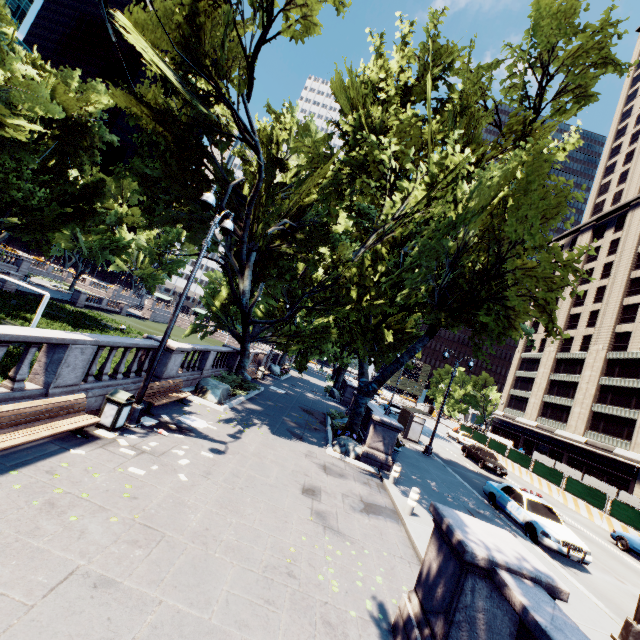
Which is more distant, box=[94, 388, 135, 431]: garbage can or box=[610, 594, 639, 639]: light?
box=[94, 388, 135, 431]: garbage can

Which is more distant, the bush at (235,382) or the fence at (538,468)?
the fence at (538,468)

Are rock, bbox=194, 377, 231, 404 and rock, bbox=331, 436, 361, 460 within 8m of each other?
yes

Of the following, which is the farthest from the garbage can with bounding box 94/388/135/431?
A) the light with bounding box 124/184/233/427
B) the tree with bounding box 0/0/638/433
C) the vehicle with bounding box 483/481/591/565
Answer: the vehicle with bounding box 483/481/591/565

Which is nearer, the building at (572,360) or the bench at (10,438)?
the bench at (10,438)

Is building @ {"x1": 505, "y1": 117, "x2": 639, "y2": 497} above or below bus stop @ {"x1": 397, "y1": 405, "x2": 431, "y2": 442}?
above

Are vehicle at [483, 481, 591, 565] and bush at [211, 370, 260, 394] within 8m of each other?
no

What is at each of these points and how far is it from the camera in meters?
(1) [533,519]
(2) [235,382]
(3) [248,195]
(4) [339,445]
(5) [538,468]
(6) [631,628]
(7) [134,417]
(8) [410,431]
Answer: (1) vehicle, 13.0
(2) bush, 19.1
(3) tree, 22.4
(4) rock, 15.2
(5) fence, 28.8
(6) light, 7.4
(7) light, 9.5
(8) bus stop, 25.5
